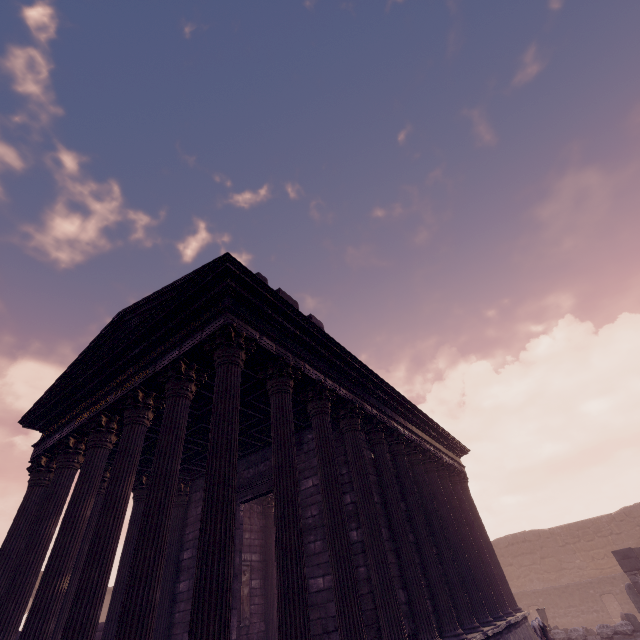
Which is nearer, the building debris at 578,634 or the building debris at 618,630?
the building debris at 618,630

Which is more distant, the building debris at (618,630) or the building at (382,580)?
the building debris at (618,630)

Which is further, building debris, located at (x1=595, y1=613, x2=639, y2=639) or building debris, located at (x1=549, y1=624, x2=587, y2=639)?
building debris, located at (x1=549, y1=624, x2=587, y2=639)

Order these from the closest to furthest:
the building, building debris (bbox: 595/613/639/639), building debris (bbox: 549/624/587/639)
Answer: the building → building debris (bbox: 595/613/639/639) → building debris (bbox: 549/624/587/639)

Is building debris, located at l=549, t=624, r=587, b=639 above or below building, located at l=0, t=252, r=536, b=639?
below

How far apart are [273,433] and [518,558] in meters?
27.2 m

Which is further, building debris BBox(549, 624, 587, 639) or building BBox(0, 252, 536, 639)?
building debris BBox(549, 624, 587, 639)
